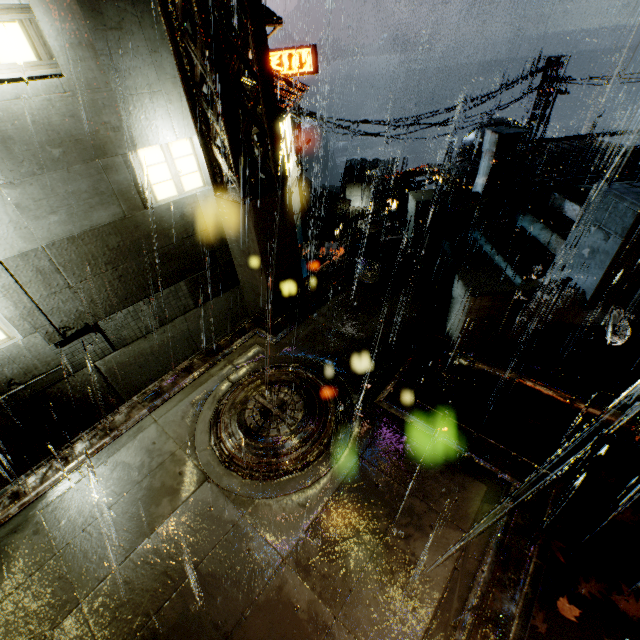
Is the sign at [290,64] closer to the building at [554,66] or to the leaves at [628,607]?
the building at [554,66]

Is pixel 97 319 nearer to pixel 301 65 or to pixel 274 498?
pixel 274 498

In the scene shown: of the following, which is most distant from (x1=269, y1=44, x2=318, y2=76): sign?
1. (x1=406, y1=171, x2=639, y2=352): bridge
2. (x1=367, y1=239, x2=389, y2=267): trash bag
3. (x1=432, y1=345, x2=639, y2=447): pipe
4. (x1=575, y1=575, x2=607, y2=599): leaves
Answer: (x1=575, y1=575, x2=607, y2=599): leaves

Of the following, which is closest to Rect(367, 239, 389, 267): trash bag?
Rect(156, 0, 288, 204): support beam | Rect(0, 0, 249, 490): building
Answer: Rect(0, 0, 249, 490): building

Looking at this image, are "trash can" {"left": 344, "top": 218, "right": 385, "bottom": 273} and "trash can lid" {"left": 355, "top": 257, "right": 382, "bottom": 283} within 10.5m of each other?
yes

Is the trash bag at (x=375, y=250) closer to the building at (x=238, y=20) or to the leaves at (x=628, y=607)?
the building at (x=238, y=20)

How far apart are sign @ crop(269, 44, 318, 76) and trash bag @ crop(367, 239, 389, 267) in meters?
20.6

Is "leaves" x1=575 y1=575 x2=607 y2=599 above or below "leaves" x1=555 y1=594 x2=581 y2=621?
above
